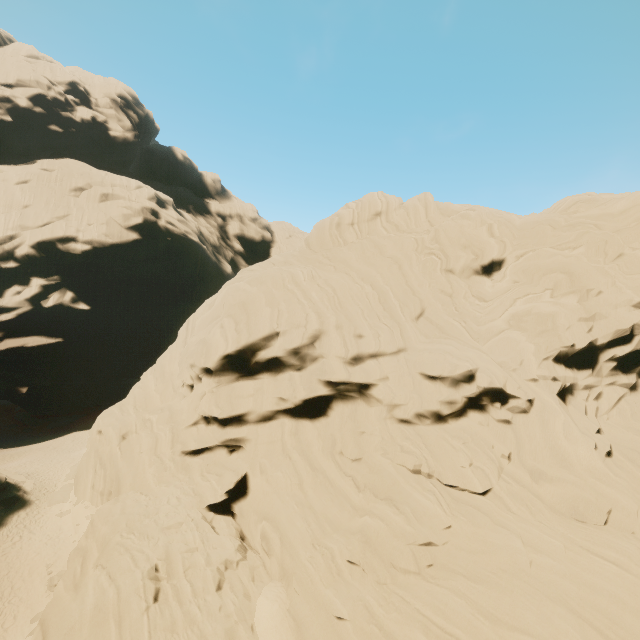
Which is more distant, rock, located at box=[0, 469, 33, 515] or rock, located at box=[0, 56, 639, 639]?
rock, located at box=[0, 469, 33, 515]

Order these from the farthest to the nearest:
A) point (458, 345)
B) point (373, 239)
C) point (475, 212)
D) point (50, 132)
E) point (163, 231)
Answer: point (163, 231) → point (50, 132) → point (373, 239) → point (475, 212) → point (458, 345)

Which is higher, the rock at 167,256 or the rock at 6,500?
the rock at 167,256

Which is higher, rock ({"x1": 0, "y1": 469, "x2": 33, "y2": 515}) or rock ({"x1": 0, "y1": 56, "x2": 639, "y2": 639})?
rock ({"x1": 0, "y1": 56, "x2": 639, "y2": 639})

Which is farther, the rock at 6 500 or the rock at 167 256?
the rock at 6 500
